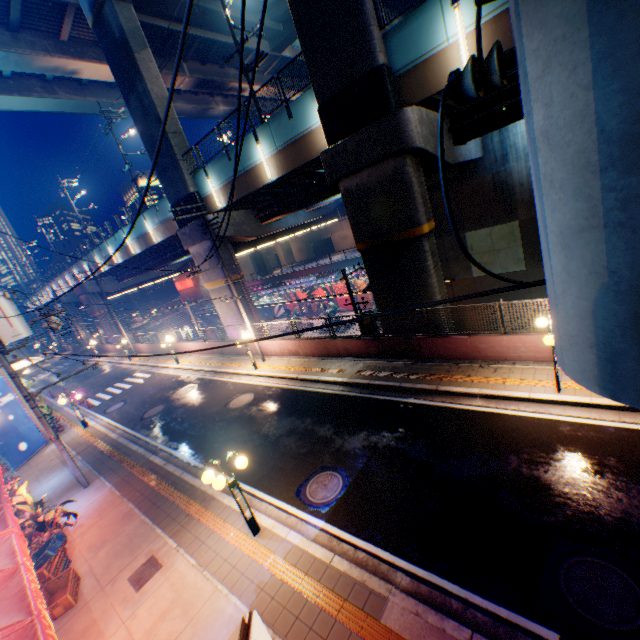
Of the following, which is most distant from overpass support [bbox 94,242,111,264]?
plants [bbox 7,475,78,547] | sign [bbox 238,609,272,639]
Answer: plants [bbox 7,475,78,547]

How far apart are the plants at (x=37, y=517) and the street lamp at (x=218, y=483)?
5.32m

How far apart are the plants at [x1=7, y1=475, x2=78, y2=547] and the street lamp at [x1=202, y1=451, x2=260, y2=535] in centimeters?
532cm

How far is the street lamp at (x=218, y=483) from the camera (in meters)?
6.96

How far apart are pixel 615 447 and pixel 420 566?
5.17m

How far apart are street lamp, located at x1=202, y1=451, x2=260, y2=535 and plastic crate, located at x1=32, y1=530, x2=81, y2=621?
4.36m

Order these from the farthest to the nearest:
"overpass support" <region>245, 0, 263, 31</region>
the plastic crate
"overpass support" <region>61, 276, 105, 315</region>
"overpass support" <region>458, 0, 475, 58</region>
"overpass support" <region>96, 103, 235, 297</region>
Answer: "overpass support" <region>61, 276, 105, 315</region>, "overpass support" <region>245, 0, 263, 31</region>, "overpass support" <region>96, 103, 235, 297</region>, "overpass support" <region>458, 0, 475, 58</region>, the plastic crate

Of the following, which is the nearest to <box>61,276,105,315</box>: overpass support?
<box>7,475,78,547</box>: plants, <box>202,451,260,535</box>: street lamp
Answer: <box>202,451,260,535</box>: street lamp
